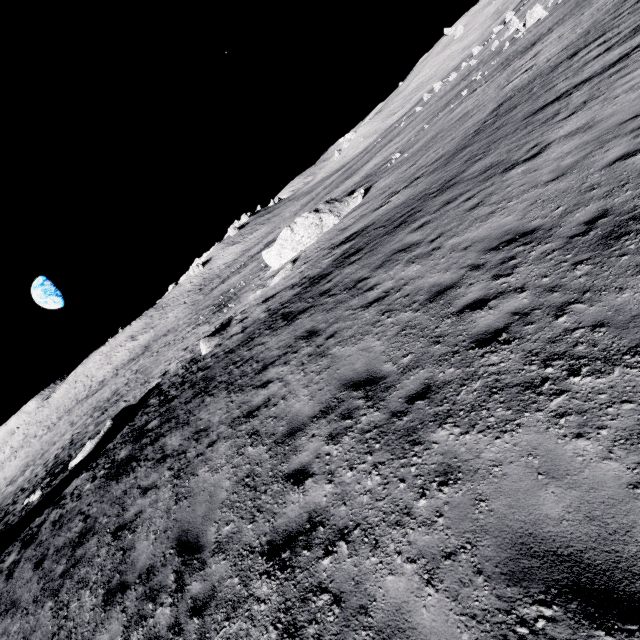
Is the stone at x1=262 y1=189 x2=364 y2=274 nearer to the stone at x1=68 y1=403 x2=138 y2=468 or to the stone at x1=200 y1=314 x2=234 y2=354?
the stone at x1=200 y1=314 x2=234 y2=354

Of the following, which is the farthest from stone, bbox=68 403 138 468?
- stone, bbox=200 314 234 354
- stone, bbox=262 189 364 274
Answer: stone, bbox=262 189 364 274

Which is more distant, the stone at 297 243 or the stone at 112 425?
the stone at 297 243

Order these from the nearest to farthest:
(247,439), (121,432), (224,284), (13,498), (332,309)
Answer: (247,439) → (332,309) → (121,432) → (13,498) → (224,284)

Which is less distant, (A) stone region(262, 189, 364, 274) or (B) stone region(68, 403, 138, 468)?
(B) stone region(68, 403, 138, 468)

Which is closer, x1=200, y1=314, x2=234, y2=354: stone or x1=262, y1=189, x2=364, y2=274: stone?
x1=200, y1=314, x2=234, y2=354: stone

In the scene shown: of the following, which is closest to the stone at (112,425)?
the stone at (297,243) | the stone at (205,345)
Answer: the stone at (205,345)

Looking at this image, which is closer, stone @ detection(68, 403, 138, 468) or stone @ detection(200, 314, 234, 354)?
stone @ detection(68, 403, 138, 468)
